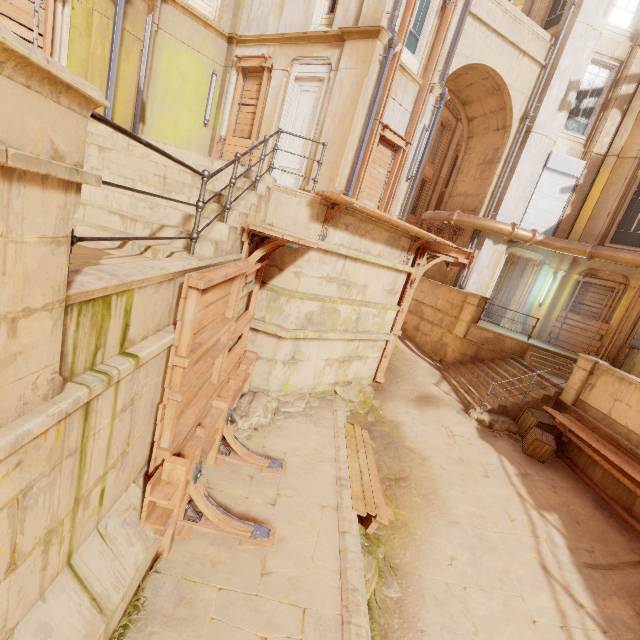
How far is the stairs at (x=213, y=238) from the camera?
3.8m

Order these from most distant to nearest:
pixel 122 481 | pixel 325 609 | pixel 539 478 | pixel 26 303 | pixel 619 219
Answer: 1. pixel 619 219
2. pixel 539 478
3. pixel 325 609
4. pixel 122 481
5. pixel 26 303

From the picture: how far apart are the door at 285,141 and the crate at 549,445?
9.6m

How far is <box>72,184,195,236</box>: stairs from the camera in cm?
397

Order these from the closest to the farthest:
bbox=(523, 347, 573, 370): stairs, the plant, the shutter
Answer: the plant
bbox=(523, 347, 573, 370): stairs
the shutter

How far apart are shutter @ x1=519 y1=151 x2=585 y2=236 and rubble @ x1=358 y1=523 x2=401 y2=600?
13.6m

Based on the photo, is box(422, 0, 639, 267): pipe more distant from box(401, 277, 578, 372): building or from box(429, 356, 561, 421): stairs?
box(429, 356, 561, 421): stairs

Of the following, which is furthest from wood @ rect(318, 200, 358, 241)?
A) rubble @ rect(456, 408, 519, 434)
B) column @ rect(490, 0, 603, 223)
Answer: column @ rect(490, 0, 603, 223)
